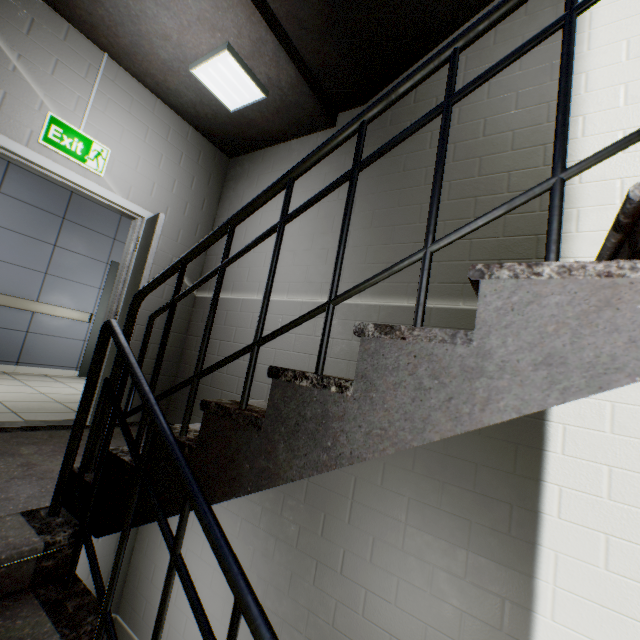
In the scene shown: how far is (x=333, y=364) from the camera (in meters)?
2.69

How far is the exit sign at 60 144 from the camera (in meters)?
2.61

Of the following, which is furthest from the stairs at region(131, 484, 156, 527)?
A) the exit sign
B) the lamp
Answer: the exit sign

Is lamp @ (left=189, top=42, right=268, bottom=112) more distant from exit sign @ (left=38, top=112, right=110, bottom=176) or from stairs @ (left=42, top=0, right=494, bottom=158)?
exit sign @ (left=38, top=112, right=110, bottom=176)

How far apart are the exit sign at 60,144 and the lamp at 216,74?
1.04m

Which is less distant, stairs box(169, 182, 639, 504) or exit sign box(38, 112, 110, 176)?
stairs box(169, 182, 639, 504)

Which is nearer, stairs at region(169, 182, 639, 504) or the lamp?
stairs at region(169, 182, 639, 504)
